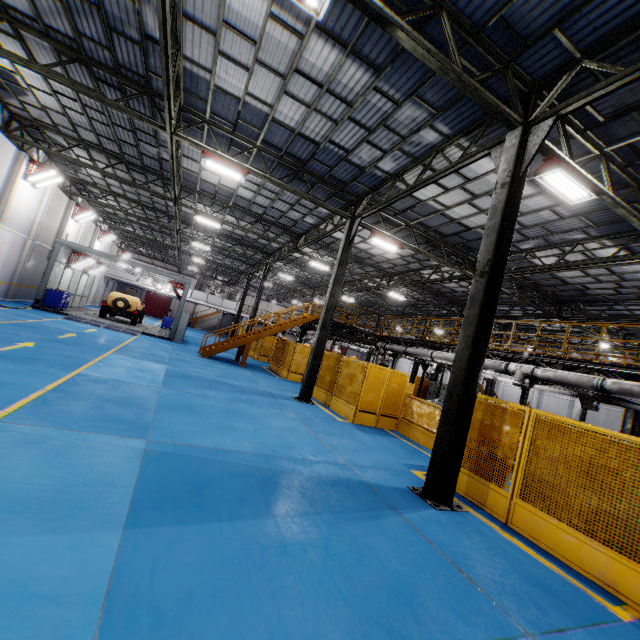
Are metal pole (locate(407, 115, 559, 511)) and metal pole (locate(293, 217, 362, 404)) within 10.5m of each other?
yes

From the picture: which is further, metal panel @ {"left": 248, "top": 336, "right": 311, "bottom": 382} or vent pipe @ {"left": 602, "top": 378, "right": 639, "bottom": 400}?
metal panel @ {"left": 248, "top": 336, "right": 311, "bottom": 382}

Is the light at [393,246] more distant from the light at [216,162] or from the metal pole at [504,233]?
the metal pole at [504,233]

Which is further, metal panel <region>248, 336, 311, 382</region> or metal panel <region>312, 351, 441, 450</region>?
metal panel <region>248, 336, 311, 382</region>

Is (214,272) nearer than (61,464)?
No

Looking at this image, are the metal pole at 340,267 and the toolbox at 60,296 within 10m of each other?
no

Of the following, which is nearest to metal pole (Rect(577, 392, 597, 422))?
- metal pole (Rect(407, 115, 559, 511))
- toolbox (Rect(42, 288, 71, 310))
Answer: metal pole (Rect(407, 115, 559, 511))

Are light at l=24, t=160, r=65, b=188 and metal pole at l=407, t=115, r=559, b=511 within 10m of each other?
no
